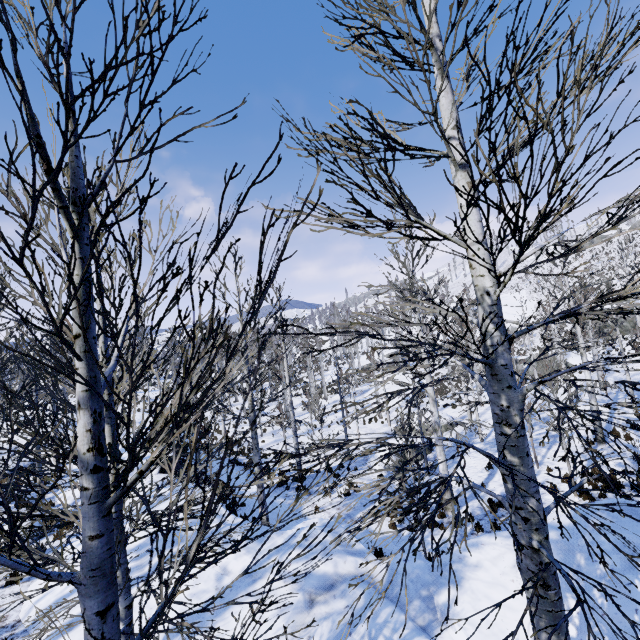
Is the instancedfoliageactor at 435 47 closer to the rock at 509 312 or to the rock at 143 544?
the rock at 143 544

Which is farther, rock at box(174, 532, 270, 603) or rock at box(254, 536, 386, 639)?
rock at box(174, 532, 270, 603)

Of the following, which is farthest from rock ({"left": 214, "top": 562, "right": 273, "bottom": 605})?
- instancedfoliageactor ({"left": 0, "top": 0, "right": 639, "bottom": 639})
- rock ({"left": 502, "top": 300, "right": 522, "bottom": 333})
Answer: rock ({"left": 502, "top": 300, "right": 522, "bottom": 333})

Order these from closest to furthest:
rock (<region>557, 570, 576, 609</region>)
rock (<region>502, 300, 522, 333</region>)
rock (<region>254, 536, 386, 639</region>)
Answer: rock (<region>557, 570, 576, 609</region>), rock (<region>254, 536, 386, 639</region>), rock (<region>502, 300, 522, 333</region>)

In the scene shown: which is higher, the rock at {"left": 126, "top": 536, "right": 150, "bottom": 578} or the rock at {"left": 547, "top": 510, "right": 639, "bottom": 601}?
the rock at {"left": 547, "top": 510, "right": 639, "bottom": 601}

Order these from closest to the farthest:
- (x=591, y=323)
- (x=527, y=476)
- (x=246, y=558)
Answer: (x=527, y=476)
(x=246, y=558)
(x=591, y=323)

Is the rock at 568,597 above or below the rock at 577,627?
above
